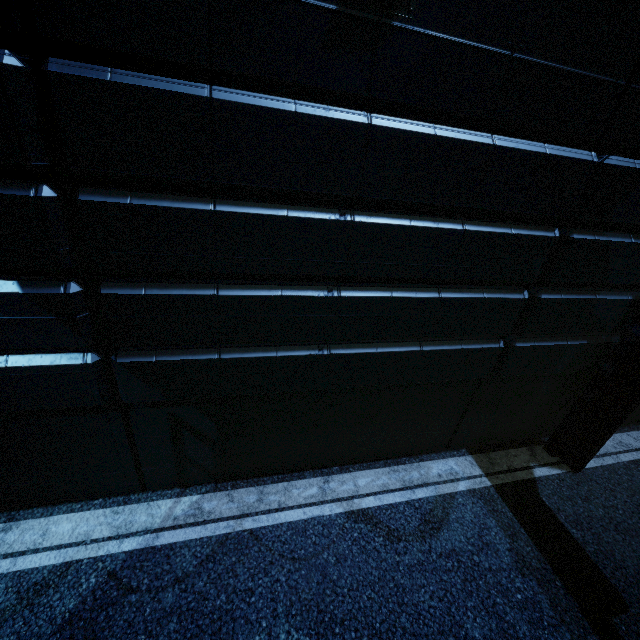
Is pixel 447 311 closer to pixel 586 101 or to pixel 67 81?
pixel 586 101
